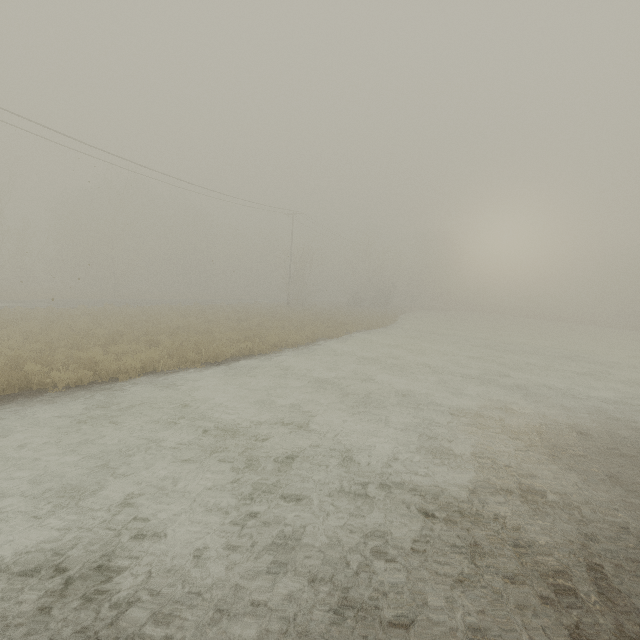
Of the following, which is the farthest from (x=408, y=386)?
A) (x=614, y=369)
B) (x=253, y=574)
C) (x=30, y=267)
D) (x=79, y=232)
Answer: (x=30, y=267)
